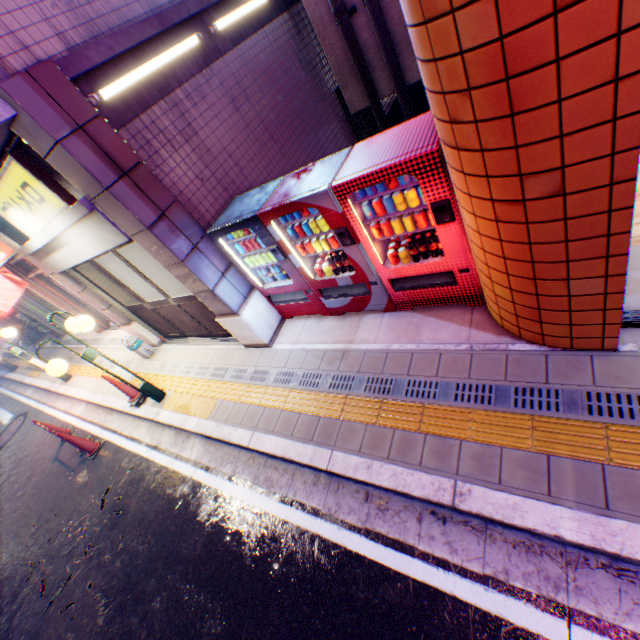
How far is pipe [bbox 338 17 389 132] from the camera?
5.5m

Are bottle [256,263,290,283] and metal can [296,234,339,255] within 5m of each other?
yes

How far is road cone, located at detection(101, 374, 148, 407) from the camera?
6.4 meters

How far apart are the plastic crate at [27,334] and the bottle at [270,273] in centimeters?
1680cm

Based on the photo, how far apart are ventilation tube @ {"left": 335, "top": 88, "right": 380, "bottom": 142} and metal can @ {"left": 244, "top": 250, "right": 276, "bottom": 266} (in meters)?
5.58

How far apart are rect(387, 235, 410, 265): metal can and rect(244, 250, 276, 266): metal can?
1.6m

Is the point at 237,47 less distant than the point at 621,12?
No

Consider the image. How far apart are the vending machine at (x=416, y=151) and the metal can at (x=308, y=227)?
0.0 meters
